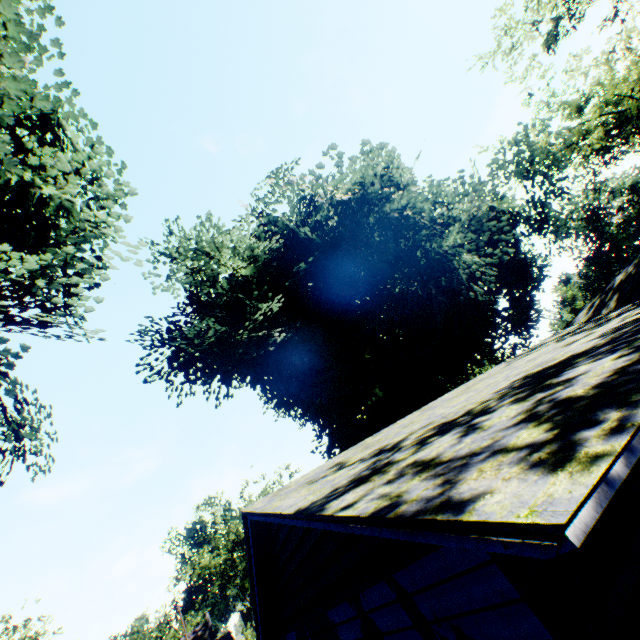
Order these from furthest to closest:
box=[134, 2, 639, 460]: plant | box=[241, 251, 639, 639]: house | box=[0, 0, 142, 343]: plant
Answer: box=[134, 2, 639, 460]: plant
box=[0, 0, 142, 343]: plant
box=[241, 251, 639, 639]: house

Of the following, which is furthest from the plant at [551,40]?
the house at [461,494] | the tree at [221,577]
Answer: the tree at [221,577]

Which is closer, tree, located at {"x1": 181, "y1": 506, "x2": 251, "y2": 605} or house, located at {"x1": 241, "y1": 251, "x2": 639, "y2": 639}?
house, located at {"x1": 241, "y1": 251, "x2": 639, "y2": 639}

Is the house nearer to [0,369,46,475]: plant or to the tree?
[0,369,46,475]: plant

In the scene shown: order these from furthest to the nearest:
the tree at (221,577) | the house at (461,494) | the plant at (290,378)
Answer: the tree at (221,577) < the plant at (290,378) < the house at (461,494)

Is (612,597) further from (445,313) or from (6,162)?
(445,313)

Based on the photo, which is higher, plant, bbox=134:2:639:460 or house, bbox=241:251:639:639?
plant, bbox=134:2:639:460
